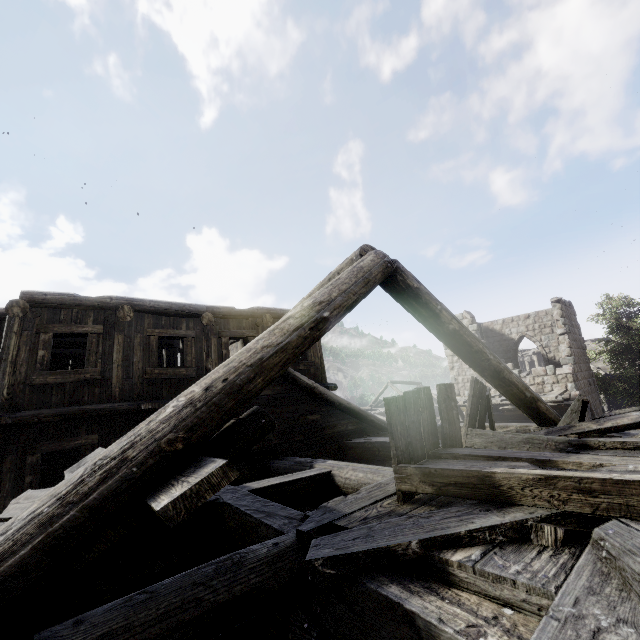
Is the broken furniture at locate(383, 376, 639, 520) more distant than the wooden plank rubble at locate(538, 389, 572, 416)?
No

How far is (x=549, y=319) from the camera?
20.8m

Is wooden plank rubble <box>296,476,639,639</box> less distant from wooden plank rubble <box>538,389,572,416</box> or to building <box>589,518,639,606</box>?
building <box>589,518,639,606</box>

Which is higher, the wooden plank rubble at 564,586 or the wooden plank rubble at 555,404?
the wooden plank rubble at 564,586

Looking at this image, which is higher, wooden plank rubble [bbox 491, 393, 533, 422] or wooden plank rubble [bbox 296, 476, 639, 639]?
wooden plank rubble [bbox 296, 476, 639, 639]

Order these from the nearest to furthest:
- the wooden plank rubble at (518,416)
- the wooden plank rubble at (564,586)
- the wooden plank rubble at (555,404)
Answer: the wooden plank rubble at (564,586) < the wooden plank rubble at (555,404) < the wooden plank rubble at (518,416)

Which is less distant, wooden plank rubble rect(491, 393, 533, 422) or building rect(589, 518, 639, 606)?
building rect(589, 518, 639, 606)
